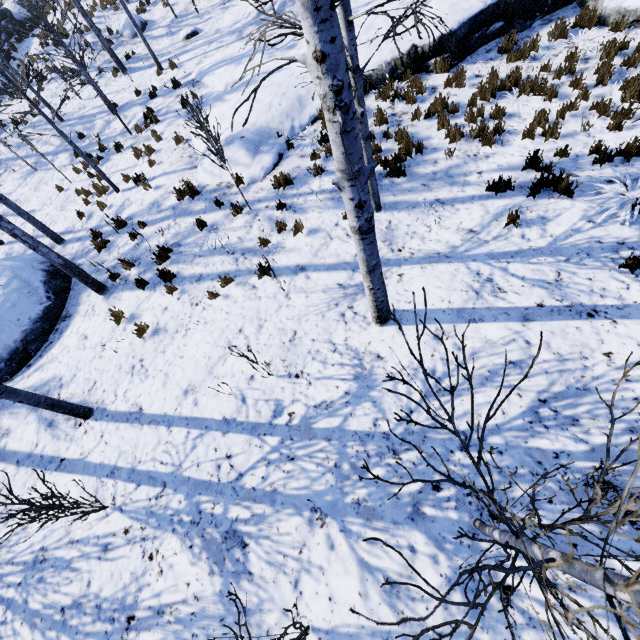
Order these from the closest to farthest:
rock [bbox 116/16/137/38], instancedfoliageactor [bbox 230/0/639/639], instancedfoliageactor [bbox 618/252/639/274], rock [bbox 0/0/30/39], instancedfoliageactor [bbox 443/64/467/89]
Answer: instancedfoliageactor [bbox 230/0/639/639] → instancedfoliageactor [bbox 618/252/639/274] → instancedfoliageactor [bbox 443/64/467/89] → rock [bbox 116/16/137/38] → rock [bbox 0/0/30/39]

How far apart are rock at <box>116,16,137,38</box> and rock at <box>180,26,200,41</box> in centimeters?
332cm

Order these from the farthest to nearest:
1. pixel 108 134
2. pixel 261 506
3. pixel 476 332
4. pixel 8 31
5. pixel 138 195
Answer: pixel 8 31
pixel 108 134
pixel 138 195
pixel 476 332
pixel 261 506

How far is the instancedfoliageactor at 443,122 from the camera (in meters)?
7.10

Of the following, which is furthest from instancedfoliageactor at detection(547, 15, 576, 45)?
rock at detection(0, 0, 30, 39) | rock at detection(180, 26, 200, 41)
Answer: rock at detection(180, 26, 200, 41)

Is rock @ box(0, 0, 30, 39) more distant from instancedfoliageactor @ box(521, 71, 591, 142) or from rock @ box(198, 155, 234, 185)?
rock @ box(198, 155, 234, 185)

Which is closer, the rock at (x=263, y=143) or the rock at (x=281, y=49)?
the rock at (x=263, y=143)
